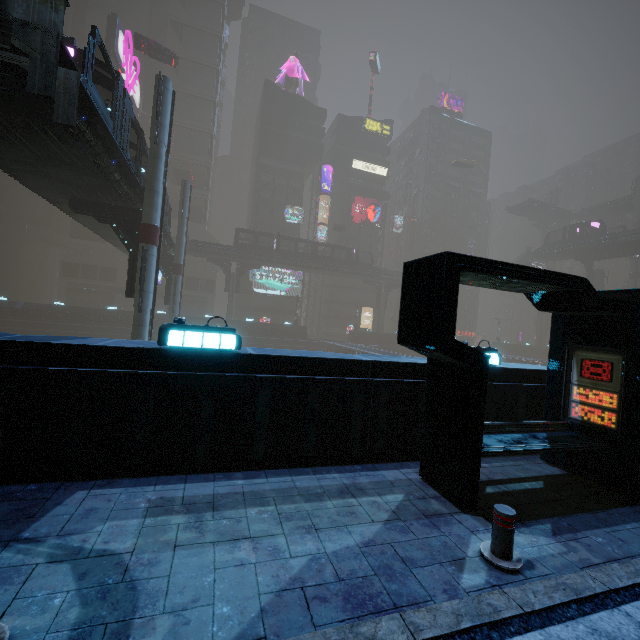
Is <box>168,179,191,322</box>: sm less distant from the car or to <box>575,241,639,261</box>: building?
<box>575,241,639,261</box>: building

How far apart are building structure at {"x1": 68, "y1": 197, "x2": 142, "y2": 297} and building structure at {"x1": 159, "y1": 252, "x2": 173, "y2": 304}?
13.3 meters

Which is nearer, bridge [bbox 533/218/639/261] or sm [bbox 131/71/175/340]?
sm [bbox 131/71/175/340]

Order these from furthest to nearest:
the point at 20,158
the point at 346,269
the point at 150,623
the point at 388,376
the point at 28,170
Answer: the point at 346,269 < the point at 28,170 < the point at 20,158 < the point at 388,376 < the point at 150,623

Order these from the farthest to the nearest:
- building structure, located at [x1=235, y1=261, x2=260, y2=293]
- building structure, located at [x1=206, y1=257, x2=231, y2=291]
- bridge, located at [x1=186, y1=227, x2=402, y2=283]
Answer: building structure, located at [x1=235, y1=261, x2=260, y2=293] < building structure, located at [x1=206, y1=257, x2=231, y2=291] < bridge, located at [x1=186, y1=227, x2=402, y2=283]

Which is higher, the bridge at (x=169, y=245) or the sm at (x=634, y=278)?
the sm at (x=634, y=278)

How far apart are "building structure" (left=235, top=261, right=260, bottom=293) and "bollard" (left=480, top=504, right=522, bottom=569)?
47.9 meters

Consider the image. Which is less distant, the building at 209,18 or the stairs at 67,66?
the stairs at 67,66
